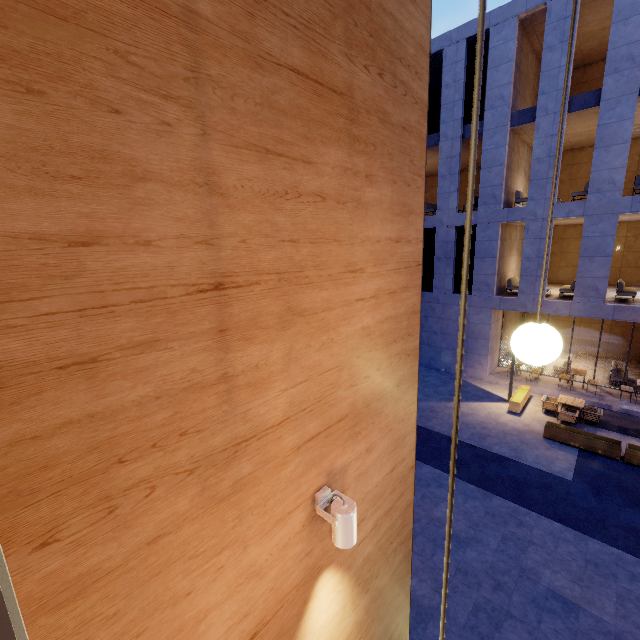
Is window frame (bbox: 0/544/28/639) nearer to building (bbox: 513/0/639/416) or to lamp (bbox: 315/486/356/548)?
lamp (bbox: 315/486/356/548)

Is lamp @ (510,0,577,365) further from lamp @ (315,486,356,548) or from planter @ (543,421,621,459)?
planter @ (543,421,621,459)

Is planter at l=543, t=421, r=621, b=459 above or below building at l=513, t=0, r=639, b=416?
below

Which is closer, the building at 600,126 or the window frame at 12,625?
the window frame at 12,625

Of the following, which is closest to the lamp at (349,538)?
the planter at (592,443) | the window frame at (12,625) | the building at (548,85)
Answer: the window frame at (12,625)

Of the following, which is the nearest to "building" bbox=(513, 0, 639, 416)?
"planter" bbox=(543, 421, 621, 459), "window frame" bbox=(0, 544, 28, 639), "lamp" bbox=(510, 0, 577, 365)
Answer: "planter" bbox=(543, 421, 621, 459)

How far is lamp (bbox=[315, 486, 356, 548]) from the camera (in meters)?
1.93

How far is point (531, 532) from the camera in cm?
765
